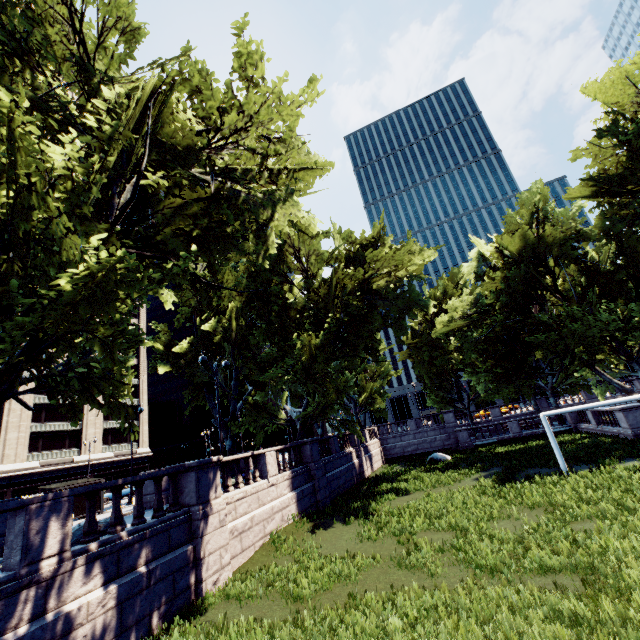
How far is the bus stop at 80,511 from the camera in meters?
20.5

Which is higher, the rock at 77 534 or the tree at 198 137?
the tree at 198 137

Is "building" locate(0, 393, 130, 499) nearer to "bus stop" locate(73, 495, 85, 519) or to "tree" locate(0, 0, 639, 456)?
"tree" locate(0, 0, 639, 456)

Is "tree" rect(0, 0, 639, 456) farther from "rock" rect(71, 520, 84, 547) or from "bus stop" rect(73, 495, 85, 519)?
"bus stop" rect(73, 495, 85, 519)

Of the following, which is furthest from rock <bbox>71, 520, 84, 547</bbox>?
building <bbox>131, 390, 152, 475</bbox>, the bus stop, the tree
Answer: building <bbox>131, 390, 152, 475</bbox>

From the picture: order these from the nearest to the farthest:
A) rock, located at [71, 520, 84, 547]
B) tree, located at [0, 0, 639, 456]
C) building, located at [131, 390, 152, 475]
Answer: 1. tree, located at [0, 0, 639, 456]
2. rock, located at [71, 520, 84, 547]
3. building, located at [131, 390, 152, 475]

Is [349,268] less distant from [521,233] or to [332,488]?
[521,233]

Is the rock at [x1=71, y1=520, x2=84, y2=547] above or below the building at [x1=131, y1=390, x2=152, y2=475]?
below
